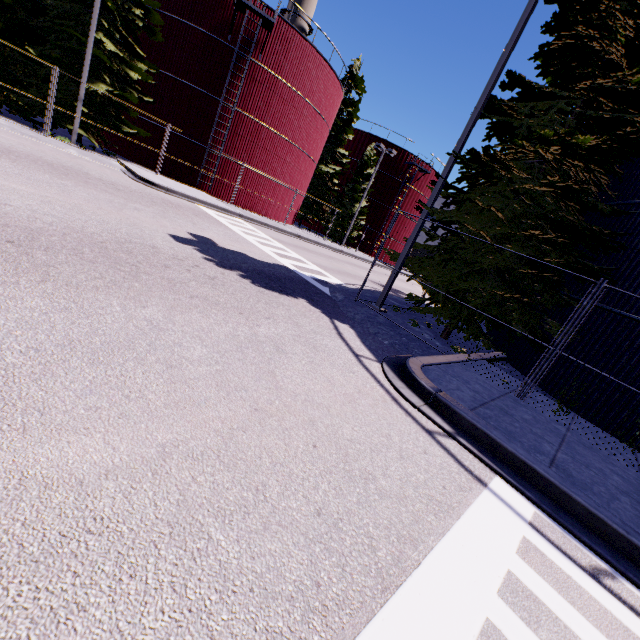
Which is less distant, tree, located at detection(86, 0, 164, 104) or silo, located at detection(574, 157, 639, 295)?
silo, located at detection(574, 157, 639, 295)

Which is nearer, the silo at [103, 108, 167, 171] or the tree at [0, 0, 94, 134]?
the tree at [0, 0, 94, 134]

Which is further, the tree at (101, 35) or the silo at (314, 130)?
the silo at (314, 130)

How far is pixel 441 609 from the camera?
2.3 meters

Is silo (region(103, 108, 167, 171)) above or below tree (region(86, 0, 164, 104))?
below

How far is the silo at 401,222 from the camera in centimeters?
3961cm

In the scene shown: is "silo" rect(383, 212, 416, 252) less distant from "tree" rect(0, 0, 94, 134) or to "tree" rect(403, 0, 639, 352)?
"tree" rect(403, 0, 639, 352)

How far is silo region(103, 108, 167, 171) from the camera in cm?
2184
